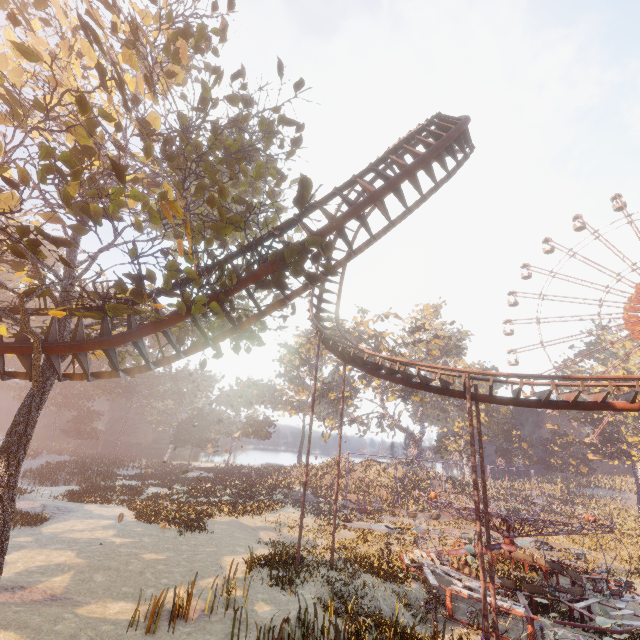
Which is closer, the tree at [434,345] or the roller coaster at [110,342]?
the roller coaster at [110,342]

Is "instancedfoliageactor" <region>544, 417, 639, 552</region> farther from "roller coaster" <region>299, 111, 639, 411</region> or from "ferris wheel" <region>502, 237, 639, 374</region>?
"roller coaster" <region>299, 111, 639, 411</region>

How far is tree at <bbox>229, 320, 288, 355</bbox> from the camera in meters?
11.8

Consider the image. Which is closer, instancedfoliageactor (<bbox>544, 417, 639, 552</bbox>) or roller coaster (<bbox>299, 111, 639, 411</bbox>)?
roller coaster (<bbox>299, 111, 639, 411</bbox>)

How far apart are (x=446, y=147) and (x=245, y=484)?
39.7m

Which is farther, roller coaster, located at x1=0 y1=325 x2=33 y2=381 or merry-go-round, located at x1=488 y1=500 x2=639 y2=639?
merry-go-round, located at x1=488 y1=500 x2=639 y2=639

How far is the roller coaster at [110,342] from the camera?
9.2 meters

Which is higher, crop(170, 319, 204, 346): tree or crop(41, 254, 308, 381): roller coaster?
crop(170, 319, 204, 346): tree
